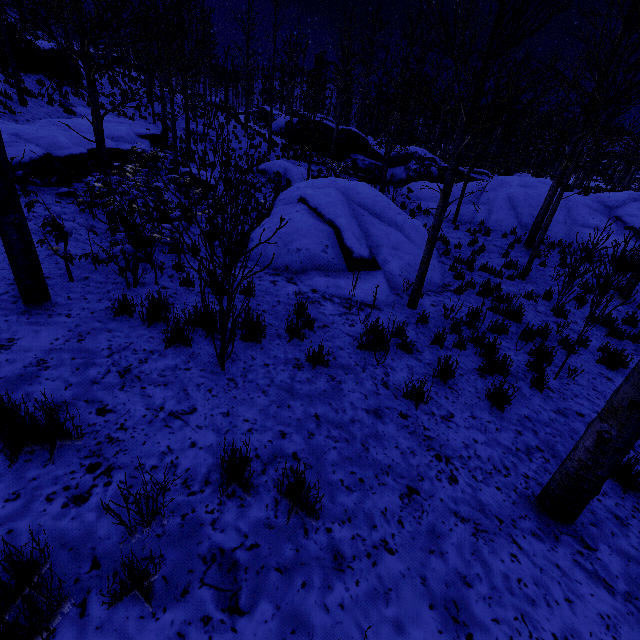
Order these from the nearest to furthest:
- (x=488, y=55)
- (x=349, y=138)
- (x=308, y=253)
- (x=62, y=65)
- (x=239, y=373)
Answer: (x=239, y=373), (x=488, y=55), (x=308, y=253), (x=62, y=65), (x=349, y=138)

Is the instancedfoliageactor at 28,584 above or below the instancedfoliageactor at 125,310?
above

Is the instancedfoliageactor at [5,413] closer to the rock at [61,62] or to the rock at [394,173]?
the rock at [61,62]

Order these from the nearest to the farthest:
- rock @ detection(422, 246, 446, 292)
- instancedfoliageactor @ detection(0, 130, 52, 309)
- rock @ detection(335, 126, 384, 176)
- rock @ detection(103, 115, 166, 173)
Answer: instancedfoliageactor @ detection(0, 130, 52, 309) < rock @ detection(422, 246, 446, 292) < rock @ detection(103, 115, 166, 173) < rock @ detection(335, 126, 384, 176)

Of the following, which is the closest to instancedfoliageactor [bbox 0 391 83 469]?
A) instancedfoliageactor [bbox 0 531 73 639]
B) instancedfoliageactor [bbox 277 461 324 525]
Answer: instancedfoliageactor [bbox 277 461 324 525]

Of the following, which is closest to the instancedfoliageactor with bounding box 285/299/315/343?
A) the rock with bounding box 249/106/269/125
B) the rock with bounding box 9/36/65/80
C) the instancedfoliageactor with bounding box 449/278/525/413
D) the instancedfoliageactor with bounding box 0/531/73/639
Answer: the instancedfoliageactor with bounding box 0/531/73/639

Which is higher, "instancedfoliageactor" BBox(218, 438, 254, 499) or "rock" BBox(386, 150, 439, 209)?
"rock" BBox(386, 150, 439, 209)

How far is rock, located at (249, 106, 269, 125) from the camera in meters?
36.3
